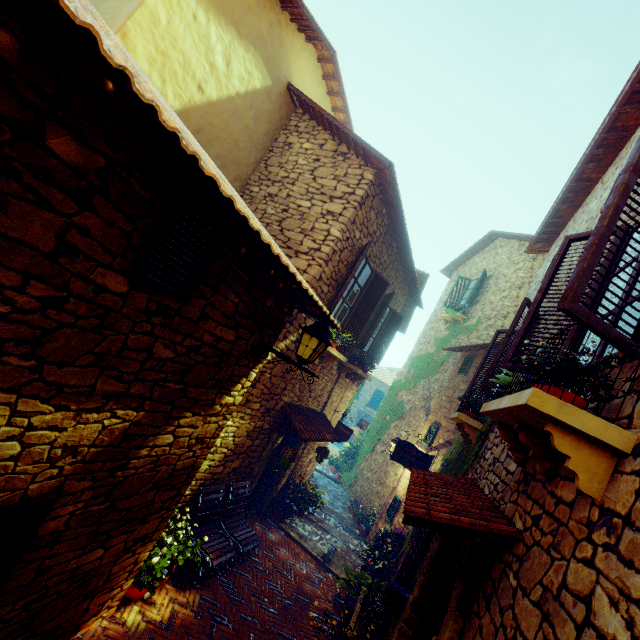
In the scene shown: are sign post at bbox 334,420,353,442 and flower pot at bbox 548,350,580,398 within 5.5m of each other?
no

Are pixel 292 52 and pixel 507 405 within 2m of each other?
no

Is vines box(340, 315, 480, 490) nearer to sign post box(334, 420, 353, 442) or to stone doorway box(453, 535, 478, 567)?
sign post box(334, 420, 353, 442)

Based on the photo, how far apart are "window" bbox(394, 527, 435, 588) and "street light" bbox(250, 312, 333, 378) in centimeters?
330cm

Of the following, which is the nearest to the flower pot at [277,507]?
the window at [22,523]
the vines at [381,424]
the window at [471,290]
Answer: the vines at [381,424]

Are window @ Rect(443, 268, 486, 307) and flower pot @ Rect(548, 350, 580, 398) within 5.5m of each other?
no

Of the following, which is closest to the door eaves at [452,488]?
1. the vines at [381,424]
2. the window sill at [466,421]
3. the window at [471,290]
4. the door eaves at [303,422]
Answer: the window sill at [466,421]

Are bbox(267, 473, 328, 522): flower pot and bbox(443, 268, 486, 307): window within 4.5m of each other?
no
